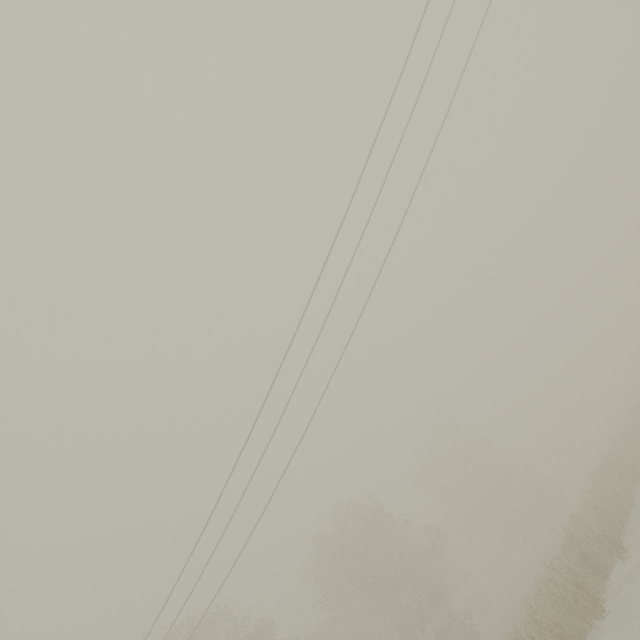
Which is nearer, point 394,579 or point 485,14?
point 485,14
